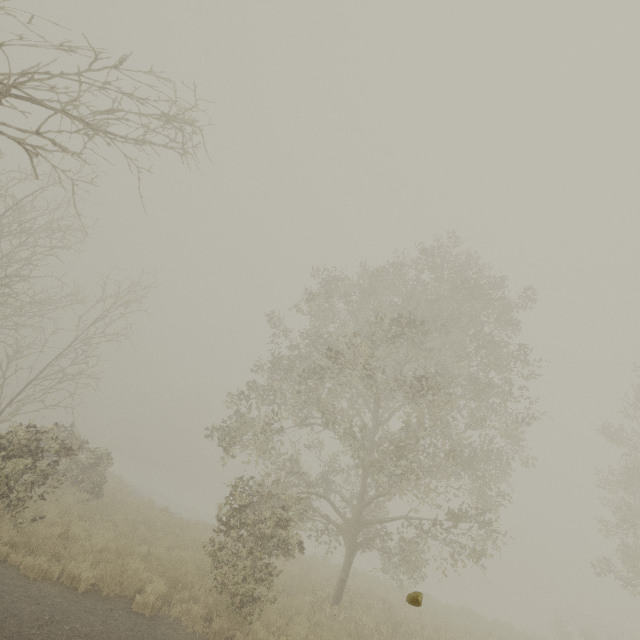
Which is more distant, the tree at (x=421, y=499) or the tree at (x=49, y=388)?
the tree at (x=421, y=499)

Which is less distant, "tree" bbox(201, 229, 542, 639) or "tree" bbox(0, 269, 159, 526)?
"tree" bbox(0, 269, 159, 526)

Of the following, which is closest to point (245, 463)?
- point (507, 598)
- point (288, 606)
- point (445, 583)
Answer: point (288, 606)
